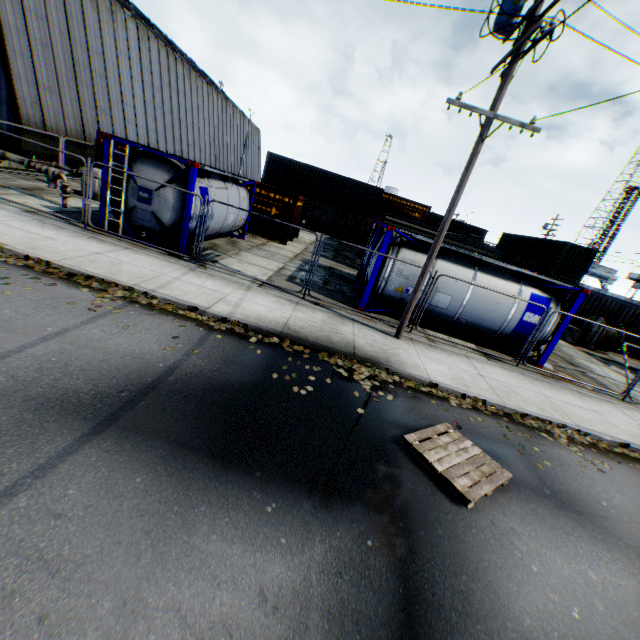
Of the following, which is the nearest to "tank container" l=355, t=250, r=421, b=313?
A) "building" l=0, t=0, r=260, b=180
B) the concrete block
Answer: the concrete block

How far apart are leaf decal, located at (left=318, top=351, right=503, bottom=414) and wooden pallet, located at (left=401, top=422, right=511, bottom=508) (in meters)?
1.14

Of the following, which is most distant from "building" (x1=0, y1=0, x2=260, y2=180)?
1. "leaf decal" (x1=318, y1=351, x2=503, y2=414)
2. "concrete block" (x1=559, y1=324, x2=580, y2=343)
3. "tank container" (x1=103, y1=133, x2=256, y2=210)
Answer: "concrete block" (x1=559, y1=324, x2=580, y2=343)

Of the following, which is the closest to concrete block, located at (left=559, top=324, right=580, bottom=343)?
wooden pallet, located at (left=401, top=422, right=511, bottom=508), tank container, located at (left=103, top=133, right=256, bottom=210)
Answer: tank container, located at (left=103, top=133, right=256, bottom=210)

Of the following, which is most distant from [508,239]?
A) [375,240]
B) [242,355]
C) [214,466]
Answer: [214,466]

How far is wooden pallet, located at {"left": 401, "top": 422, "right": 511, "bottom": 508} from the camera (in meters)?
4.70

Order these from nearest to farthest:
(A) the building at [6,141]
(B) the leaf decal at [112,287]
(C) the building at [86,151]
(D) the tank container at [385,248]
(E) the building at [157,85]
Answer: (B) the leaf decal at [112,287]
(D) the tank container at [385,248]
(E) the building at [157,85]
(A) the building at [6,141]
(C) the building at [86,151]

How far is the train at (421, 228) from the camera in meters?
18.1
